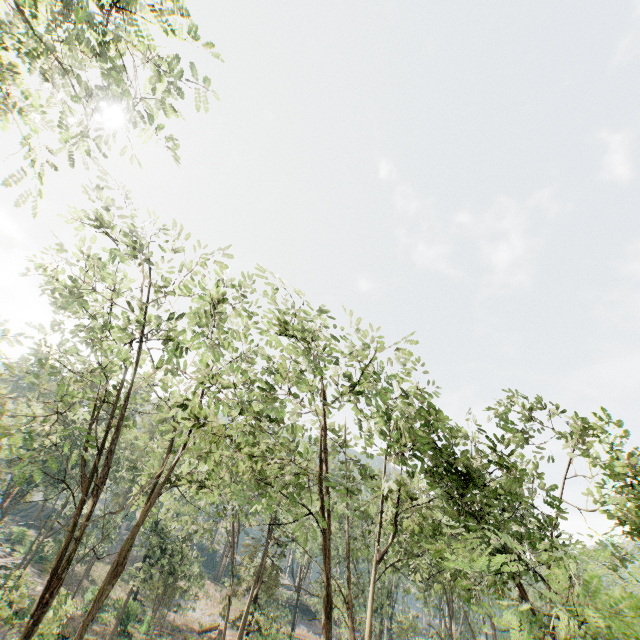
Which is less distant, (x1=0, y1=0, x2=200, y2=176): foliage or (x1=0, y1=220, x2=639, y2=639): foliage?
(x1=0, y1=0, x2=200, y2=176): foliage

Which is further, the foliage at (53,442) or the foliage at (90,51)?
the foliage at (53,442)

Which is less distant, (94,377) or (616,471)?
(616,471)
